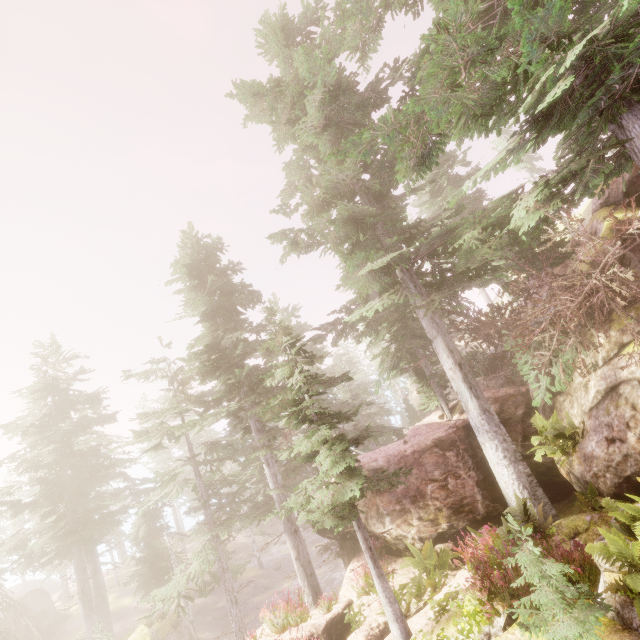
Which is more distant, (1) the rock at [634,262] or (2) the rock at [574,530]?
(1) the rock at [634,262]

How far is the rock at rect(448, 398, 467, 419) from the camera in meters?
16.5

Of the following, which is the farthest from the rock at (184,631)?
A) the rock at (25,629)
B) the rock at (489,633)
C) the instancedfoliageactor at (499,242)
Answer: the rock at (25,629)

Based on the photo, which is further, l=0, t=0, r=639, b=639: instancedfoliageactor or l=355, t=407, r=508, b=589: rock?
l=355, t=407, r=508, b=589: rock

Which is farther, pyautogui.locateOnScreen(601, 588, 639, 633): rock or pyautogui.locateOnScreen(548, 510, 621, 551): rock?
pyautogui.locateOnScreen(548, 510, 621, 551): rock

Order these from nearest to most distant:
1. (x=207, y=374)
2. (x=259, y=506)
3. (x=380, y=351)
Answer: (x=207, y=374) → (x=380, y=351) → (x=259, y=506)

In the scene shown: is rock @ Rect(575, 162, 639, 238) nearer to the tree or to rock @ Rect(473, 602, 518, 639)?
the tree
